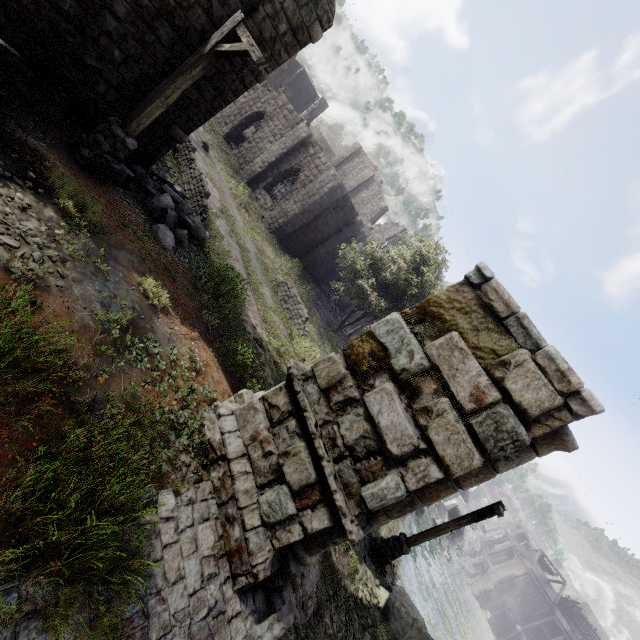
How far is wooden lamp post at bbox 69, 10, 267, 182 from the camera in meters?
6.5

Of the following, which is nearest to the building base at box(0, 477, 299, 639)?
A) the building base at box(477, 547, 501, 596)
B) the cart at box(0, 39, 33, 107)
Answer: the cart at box(0, 39, 33, 107)

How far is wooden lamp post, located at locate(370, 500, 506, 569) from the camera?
10.41m

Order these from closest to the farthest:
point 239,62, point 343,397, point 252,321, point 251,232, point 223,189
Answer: point 343,397 < point 239,62 < point 252,321 < point 223,189 < point 251,232

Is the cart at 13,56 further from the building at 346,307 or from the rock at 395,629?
the rock at 395,629

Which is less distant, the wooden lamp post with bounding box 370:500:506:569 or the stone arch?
the stone arch

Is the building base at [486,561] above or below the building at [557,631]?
below

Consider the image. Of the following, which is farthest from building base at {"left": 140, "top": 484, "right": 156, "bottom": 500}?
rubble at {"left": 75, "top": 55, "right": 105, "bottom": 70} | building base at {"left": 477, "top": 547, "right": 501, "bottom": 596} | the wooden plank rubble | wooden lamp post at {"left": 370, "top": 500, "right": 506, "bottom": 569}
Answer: the wooden plank rubble
